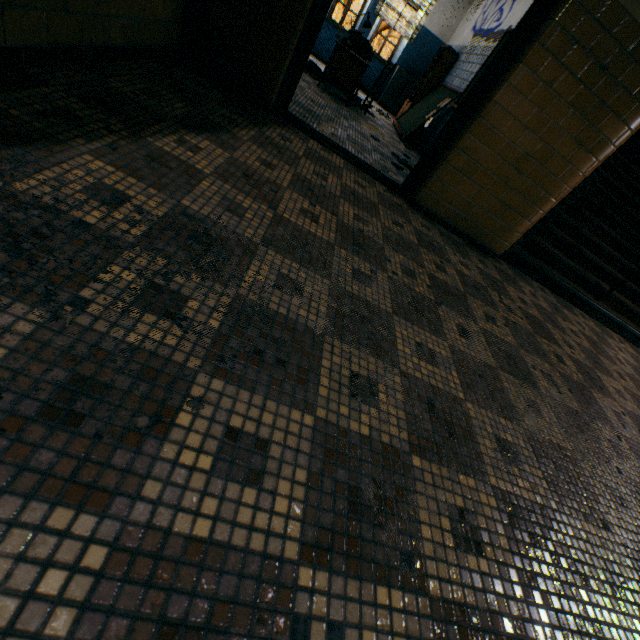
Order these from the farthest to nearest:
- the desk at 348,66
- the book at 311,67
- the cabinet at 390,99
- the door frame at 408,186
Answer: the cabinet at 390,99, the book at 311,67, the desk at 348,66, the door frame at 408,186

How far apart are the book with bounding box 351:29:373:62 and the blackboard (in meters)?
1.37

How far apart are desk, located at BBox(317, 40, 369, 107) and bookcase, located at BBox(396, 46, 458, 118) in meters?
1.9

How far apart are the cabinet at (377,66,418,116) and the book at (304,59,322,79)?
2.64m

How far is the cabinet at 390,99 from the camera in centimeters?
891cm

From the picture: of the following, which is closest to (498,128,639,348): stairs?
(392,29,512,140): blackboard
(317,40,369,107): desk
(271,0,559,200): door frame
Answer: (392,29,512,140): blackboard

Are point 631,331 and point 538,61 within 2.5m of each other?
no

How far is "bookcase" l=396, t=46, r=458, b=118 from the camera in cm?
729
